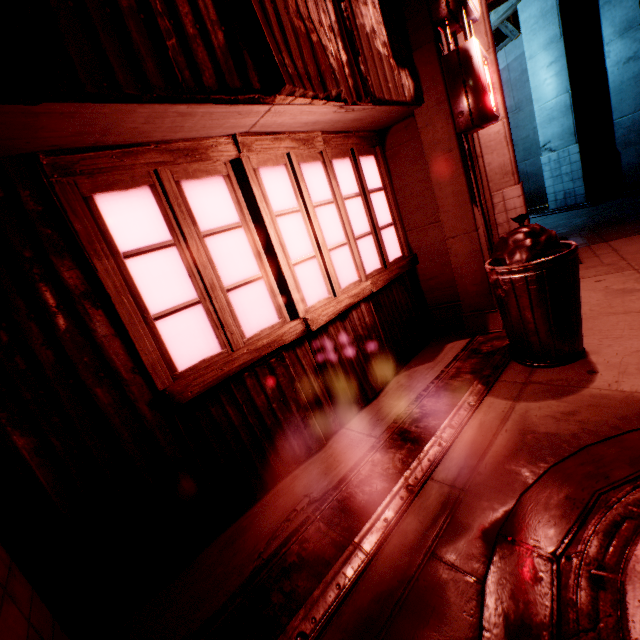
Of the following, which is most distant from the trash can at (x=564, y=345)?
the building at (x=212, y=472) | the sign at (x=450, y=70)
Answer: the sign at (x=450, y=70)

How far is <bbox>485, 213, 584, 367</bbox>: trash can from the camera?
2.7m

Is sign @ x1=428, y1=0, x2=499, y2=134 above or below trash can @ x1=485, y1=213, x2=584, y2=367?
above

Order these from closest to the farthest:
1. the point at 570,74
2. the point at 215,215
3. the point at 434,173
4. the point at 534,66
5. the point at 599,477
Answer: the point at 599,477 → the point at 215,215 → the point at 434,173 → the point at 570,74 → the point at 534,66

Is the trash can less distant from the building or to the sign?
the building

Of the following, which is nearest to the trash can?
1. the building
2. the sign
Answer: the building
